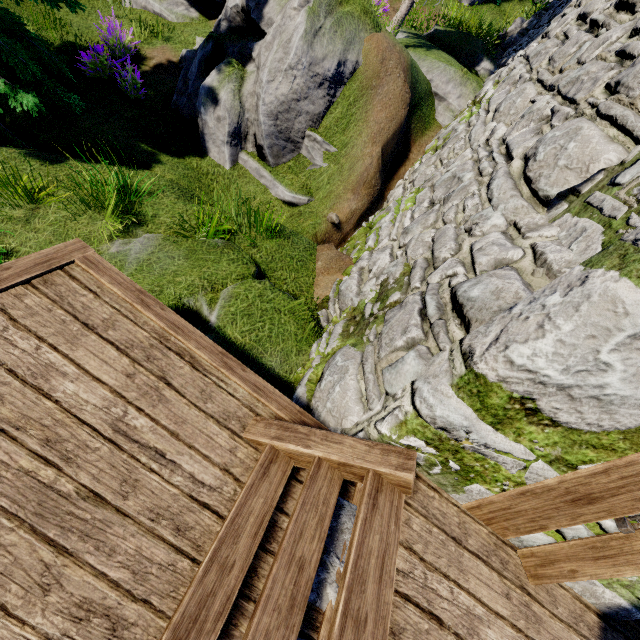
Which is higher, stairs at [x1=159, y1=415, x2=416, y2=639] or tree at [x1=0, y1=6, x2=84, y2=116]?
stairs at [x1=159, y1=415, x2=416, y2=639]

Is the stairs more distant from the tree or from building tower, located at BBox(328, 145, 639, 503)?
the tree

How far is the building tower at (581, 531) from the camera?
1.9 meters

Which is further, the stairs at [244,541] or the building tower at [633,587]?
the building tower at [633,587]

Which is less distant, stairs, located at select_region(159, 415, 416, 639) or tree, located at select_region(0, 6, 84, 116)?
stairs, located at select_region(159, 415, 416, 639)

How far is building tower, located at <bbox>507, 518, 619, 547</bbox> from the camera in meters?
1.9

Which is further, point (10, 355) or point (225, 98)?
point (225, 98)
